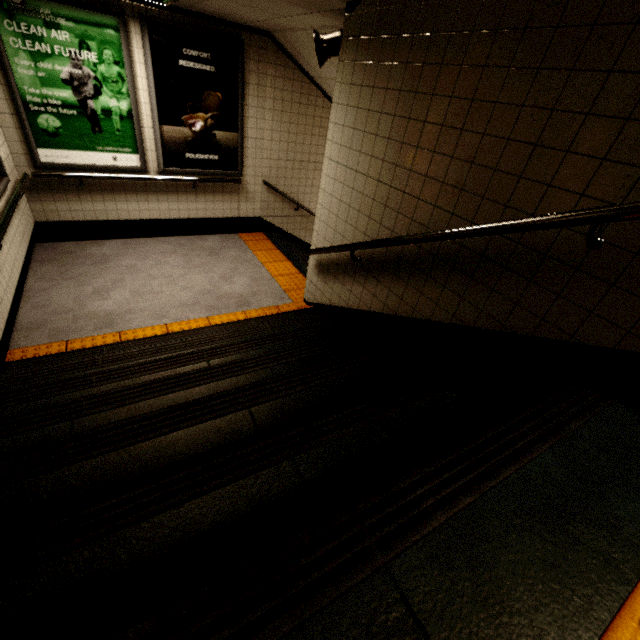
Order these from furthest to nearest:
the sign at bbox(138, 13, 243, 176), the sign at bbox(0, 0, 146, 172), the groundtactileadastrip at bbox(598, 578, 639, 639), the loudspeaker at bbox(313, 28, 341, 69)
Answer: the sign at bbox(138, 13, 243, 176) < the sign at bbox(0, 0, 146, 172) < the loudspeaker at bbox(313, 28, 341, 69) < the groundtactileadastrip at bbox(598, 578, 639, 639)

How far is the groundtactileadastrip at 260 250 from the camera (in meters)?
3.11

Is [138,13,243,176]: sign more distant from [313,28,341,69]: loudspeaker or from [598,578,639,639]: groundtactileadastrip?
[598,578,639,639]: groundtactileadastrip

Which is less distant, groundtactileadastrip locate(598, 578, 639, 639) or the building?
groundtactileadastrip locate(598, 578, 639, 639)

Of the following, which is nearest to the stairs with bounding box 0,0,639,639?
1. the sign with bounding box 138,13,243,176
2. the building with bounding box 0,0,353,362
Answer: the building with bounding box 0,0,353,362

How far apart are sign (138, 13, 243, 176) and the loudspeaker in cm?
215

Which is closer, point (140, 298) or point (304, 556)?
point (304, 556)

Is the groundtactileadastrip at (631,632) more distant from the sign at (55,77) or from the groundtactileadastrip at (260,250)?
the sign at (55,77)
